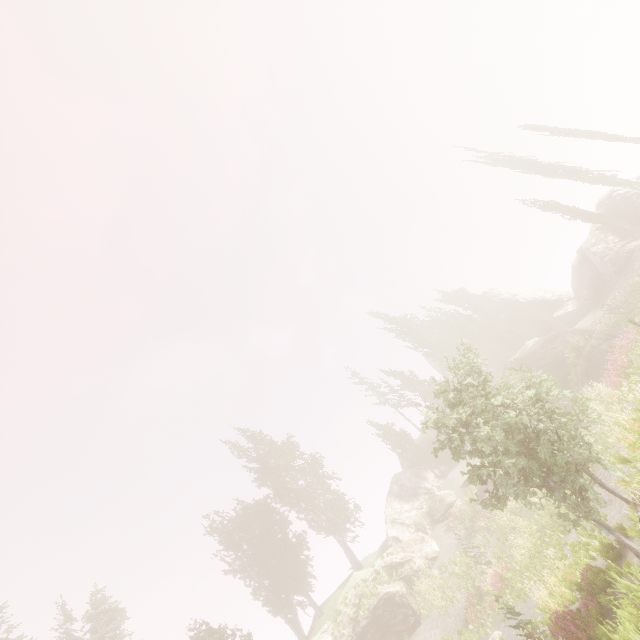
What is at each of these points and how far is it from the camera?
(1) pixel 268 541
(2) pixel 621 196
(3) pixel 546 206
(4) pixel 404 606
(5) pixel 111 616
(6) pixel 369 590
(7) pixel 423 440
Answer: (1) instancedfoliageactor, 34.3m
(2) rock, 32.2m
(3) instancedfoliageactor, 33.7m
(4) rock, 23.5m
(5) instancedfoliageactor, 30.8m
(6) instancedfoliageactor, 24.9m
(7) rock, 40.2m

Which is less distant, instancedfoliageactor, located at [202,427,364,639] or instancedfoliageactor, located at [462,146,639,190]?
instancedfoliageactor, located at [462,146,639,190]

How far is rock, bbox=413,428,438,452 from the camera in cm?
3950

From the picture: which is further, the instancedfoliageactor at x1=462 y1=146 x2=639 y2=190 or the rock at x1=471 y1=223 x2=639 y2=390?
the instancedfoliageactor at x1=462 y1=146 x2=639 y2=190

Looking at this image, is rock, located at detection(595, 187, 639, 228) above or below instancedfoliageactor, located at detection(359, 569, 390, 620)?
above

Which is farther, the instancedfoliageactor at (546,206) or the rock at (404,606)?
the instancedfoliageactor at (546,206)

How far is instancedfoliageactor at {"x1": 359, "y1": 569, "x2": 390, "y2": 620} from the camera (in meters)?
24.44

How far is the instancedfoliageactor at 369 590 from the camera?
24.44m
